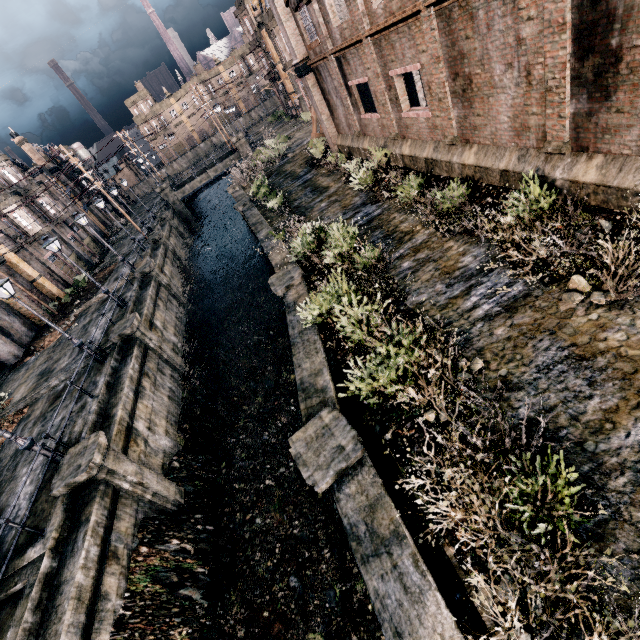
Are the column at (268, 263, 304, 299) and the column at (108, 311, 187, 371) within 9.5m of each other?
yes

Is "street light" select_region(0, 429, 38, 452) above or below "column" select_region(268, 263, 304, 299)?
above

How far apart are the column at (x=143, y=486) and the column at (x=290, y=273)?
8.18m

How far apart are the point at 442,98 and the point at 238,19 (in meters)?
55.39

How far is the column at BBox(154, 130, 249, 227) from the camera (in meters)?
45.78

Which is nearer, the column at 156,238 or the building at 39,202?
the column at 156,238

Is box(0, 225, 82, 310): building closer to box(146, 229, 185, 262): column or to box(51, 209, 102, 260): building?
box(51, 209, 102, 260): building

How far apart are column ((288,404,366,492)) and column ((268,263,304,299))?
6.7 meters
